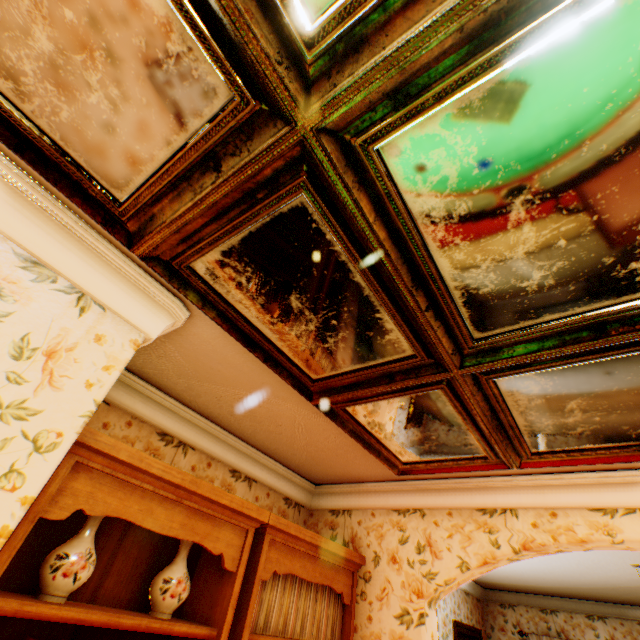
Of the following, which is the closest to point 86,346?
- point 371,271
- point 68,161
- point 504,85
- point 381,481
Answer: point 68,161

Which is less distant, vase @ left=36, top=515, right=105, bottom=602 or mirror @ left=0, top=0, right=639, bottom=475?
mirror @ left=0, top=0, right=639, bottom=475

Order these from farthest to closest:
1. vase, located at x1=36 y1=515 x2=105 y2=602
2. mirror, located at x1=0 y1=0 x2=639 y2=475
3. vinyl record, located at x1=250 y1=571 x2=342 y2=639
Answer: vinyl record, located at x1=250 y1=571 x2=342 y2=639 < vase, located at x1=36 y1=515 x2=105 y2=602 < mirror, located at x1=0 y1=0 x2=639 y2=475

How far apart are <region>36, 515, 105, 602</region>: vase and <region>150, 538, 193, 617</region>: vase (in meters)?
0.41

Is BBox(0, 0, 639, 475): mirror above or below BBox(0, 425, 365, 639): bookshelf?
above

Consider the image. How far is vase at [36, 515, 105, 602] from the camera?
1.43m

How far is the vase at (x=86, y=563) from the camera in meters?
1.4 m

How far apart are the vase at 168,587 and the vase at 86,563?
0.41m
